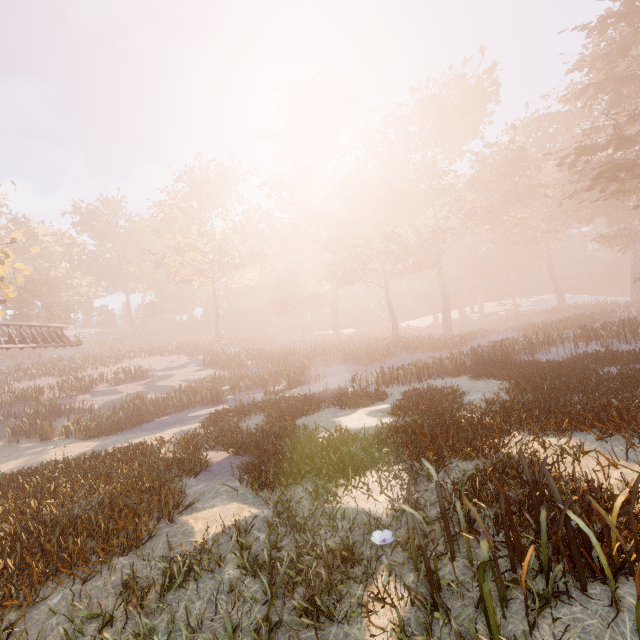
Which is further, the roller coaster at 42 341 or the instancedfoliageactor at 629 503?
the roller coaster at 42 341

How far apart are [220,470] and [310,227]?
35.6 meters

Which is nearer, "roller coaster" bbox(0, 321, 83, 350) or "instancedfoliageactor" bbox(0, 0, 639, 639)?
"instancedfoliageactor" bbox(0, 0, 639, 639)
